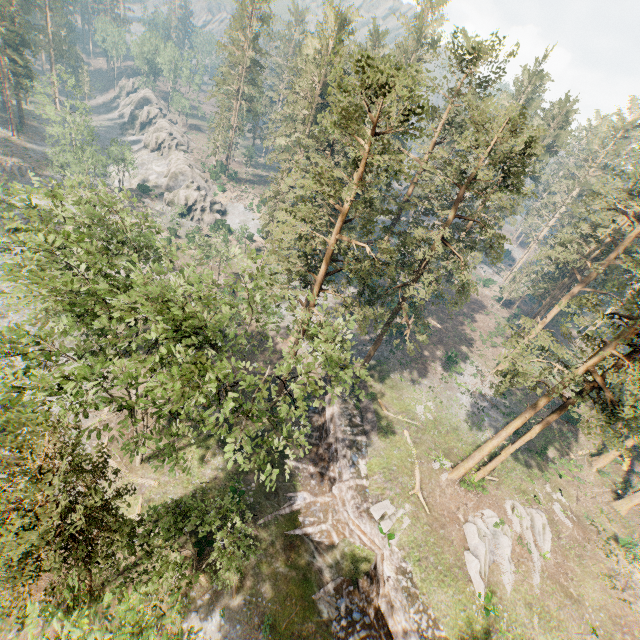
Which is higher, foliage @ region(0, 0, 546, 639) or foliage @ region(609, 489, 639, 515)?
foliage @ region(0, 0, 546, 639)

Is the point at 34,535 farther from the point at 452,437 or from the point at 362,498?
the point at 452,437

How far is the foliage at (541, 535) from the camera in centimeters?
2386cm

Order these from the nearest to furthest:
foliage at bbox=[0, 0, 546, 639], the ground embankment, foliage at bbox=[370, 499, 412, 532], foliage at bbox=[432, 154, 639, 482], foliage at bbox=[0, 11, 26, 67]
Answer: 1. foliage at bbox=[0, 0, 546, 639]
2. foliage at bbox=[432, 154, 639, 482]
3. the ground embankment
4. foliage at bbox=[370, 499, 412, 532]
5. foliage at bbox=[0, 11, 26, 67]

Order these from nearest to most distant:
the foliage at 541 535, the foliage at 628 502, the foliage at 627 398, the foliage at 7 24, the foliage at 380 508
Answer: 1. the foliage at 627 398
2. the foliage at 541 535
3. the foliage at 380 508
4. the foliage at 628 502
5. the foliage at 7 24

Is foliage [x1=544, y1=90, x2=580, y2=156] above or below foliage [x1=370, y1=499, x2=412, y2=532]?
above

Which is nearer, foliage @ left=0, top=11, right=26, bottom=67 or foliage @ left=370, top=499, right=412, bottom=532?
foliage @ left=370, top=499, right=412, bottom=532

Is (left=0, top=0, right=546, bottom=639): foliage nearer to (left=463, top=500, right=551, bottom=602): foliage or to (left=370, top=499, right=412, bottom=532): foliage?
(left=463, top=500, right=551, bottom=602): foliage
